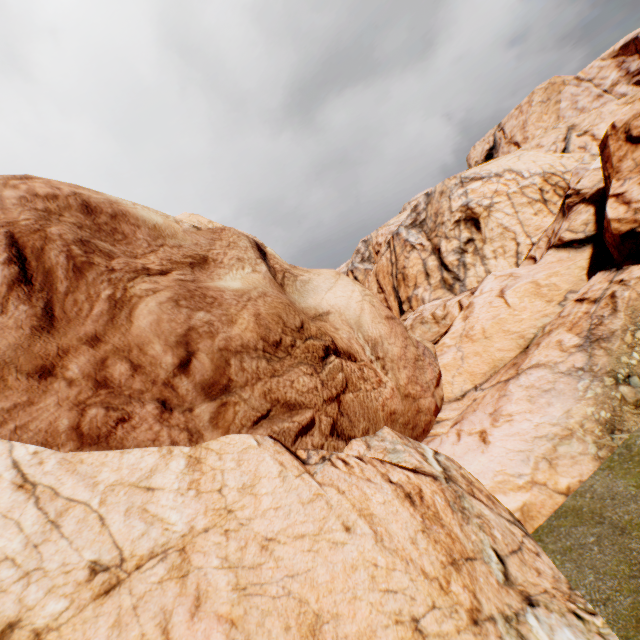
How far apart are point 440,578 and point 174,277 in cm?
863
